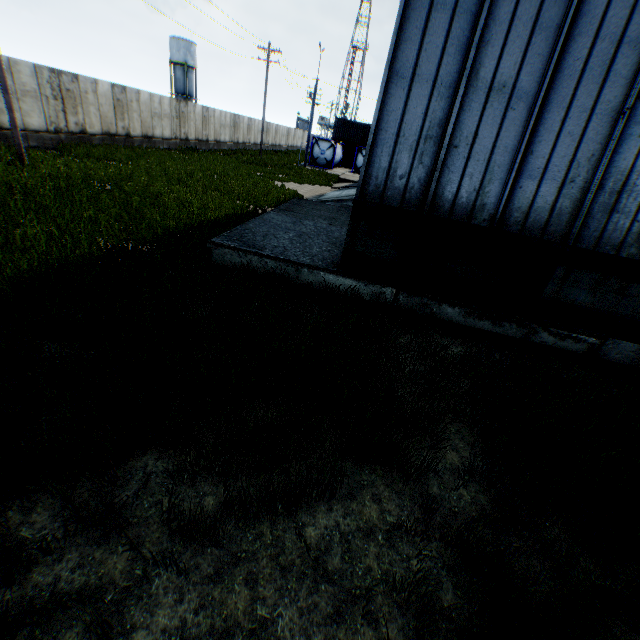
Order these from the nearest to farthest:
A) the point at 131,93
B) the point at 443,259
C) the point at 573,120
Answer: the point at 573,120 → the point at 443,259 → the point at 131,93

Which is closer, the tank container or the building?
the building

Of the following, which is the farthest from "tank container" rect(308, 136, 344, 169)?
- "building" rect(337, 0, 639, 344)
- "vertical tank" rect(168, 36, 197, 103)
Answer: "vertical tank" rect(168, 36, 197, 103)

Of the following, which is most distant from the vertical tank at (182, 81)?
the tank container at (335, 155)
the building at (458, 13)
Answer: the building at (458, 13)

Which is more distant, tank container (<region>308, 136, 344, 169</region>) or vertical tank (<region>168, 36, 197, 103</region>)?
vertical tank (<region>168, 36, 197, 103</region>)
